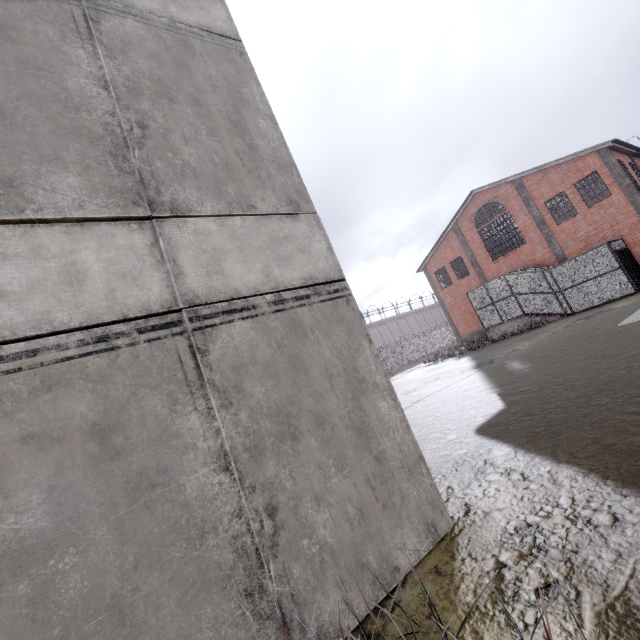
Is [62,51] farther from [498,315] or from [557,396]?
[498,315]

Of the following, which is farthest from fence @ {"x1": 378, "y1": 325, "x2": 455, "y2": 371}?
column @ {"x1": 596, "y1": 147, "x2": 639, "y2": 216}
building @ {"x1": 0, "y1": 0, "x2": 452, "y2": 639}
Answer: column @ {"x1": 596, "y1": 147, "x2": 639, "y2": 216}

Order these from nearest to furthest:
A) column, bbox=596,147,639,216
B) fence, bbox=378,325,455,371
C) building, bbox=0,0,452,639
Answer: building, bbox=0,0,452,639, column, bbox=596,147,639,216, fence, bbox=378,325,455,371

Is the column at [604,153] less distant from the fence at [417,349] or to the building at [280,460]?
the building at [280,460]

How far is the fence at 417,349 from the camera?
41.6 meters

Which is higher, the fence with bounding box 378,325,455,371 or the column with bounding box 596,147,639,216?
the column with bounding box 596,147,639,216

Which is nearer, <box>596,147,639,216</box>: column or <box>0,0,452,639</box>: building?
<box>0,0,452,639</box>: building
